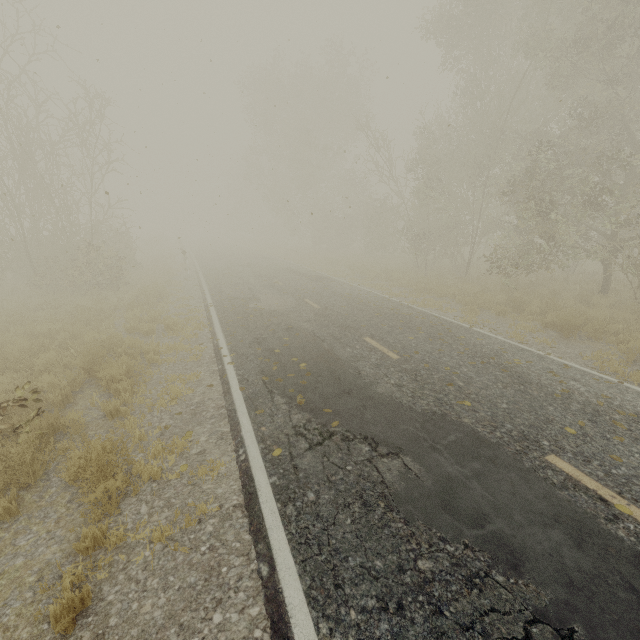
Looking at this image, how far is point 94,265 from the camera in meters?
15.6

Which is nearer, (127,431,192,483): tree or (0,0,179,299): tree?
(127,431,192,483): tree

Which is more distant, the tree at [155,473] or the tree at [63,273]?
the tree at [63,273]

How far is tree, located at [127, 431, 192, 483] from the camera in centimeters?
431cm

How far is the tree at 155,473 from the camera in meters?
4.3

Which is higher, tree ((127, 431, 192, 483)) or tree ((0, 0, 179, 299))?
tree ((0, 0, 179, 299))
